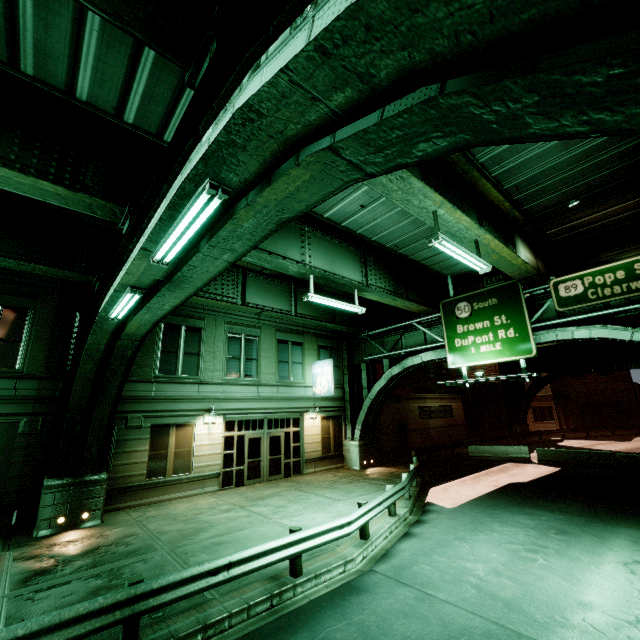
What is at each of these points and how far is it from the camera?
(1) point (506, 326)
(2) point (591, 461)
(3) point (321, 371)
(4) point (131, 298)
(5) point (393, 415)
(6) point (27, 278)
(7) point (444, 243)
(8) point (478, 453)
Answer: (1) sign, 15.2m
(2) barrier, 19.5m
(3) sign, 21.2m
(4) fluorescent light, 7.3m
(5) building, 26.6m
(6) building, 13.2m
(7) fluorescent light, 8.9m
(8) barrier, 24.0m

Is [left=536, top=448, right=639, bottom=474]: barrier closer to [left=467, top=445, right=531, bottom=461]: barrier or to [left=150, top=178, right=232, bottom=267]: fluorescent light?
[left=467, top=445, right=531, bottom=461]: barrier

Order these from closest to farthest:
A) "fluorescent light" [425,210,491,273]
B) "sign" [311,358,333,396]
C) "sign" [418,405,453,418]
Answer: "fluorescent light" [425,210,491,273]
"sign" [311,358,333,396]
"sign" [418,405,453,418]

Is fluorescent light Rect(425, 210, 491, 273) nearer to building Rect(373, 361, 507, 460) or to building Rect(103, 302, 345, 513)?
building Rect(103, 302, 345, 513)

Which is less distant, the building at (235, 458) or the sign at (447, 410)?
the building at (235, 458)

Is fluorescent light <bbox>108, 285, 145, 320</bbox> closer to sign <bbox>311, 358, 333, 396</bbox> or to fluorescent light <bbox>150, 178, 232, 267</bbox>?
fluorescent light <bbox>150, 178, 232, 267</bbox>

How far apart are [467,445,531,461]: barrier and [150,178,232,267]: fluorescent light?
25.6m

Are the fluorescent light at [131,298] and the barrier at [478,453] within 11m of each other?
no
